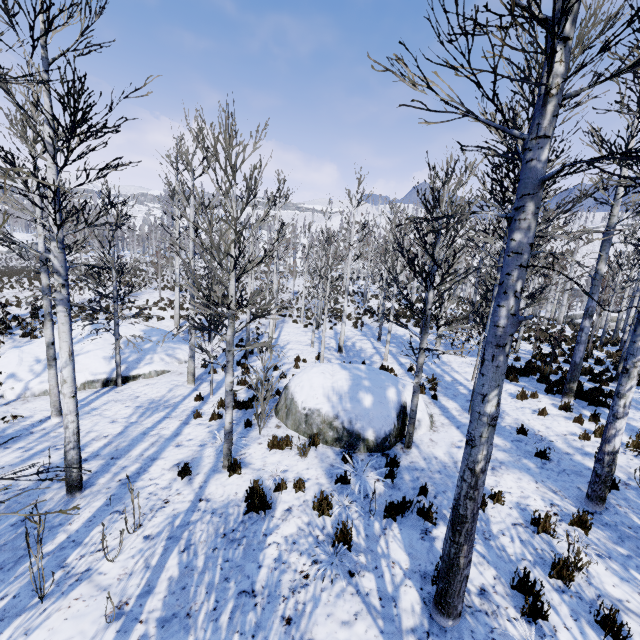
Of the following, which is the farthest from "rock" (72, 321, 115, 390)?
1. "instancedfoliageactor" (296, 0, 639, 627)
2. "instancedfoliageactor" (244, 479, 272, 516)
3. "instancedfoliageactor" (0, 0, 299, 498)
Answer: "instancedfoliageactor" (244, 479, 272, 516)

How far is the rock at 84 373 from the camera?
12.4m

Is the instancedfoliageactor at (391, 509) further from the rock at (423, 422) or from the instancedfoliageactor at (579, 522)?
the instancedfoliageactor at (579, 522)

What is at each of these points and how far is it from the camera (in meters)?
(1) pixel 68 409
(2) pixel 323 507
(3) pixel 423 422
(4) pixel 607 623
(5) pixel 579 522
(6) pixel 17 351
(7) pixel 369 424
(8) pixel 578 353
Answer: (1) instancedfoliageactor, 5.72
(2) instancedfoliageactor, 5.41
(3) rock, 8.29
(4) instancedfoliageactor, 3.58
(5) instancedfoliageactor, 5.05
(6) rock, 13.13
(7) rock, 7.54
(8) instancedfoliageactor, 9.49

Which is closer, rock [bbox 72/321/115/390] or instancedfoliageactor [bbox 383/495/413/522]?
instancedfoliageactor [bbox 383/495/413/522]

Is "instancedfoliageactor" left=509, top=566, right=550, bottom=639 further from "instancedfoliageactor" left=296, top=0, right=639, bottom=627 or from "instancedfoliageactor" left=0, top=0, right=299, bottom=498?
"instancedfoliageactor" left=0, top=0, right=299, bottom=498

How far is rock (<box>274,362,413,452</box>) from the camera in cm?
749

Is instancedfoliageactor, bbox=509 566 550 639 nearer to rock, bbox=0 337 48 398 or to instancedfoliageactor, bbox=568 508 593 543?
instancedfoliageactor, bbox=568 508 593 543
